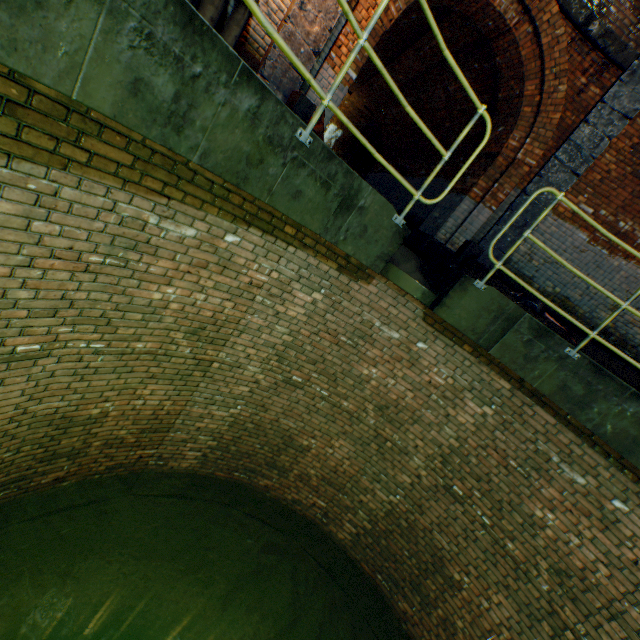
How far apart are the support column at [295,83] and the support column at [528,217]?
4.70m

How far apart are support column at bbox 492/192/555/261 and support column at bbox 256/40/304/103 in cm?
470

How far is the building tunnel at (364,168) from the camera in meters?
20.1

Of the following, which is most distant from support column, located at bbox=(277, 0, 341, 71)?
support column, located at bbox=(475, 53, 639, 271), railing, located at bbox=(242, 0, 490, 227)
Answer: support column, located at bbox=(475, 53, 639, 271)

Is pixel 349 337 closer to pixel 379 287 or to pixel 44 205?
pixel 379 287

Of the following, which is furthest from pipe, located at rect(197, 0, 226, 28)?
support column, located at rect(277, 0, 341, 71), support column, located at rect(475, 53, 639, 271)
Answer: support column, located at rect(475, 53, 639, 271)

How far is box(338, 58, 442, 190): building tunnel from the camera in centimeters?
1137cm
